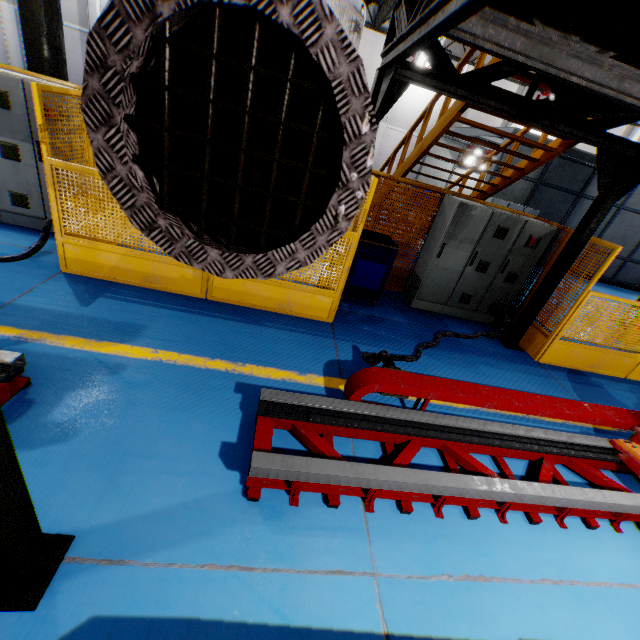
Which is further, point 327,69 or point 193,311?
point 193,311

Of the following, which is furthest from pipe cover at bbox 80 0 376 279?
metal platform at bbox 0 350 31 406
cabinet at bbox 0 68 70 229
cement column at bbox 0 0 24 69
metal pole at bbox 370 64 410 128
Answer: cement column at bbox 0 0 24 69

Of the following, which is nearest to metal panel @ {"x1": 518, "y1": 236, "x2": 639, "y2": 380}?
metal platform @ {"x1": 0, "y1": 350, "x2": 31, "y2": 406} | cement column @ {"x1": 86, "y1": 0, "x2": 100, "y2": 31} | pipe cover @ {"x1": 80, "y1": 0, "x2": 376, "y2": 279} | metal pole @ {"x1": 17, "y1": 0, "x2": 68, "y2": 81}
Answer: metal pole @ {"x1": 17, "y1": 0, "x2": 68, "y2": 81}

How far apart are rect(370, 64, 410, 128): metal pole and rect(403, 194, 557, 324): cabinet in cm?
201

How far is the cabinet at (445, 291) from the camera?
5.8m

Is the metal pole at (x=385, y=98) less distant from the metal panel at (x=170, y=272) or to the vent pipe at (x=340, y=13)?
the metal panel at (x=170, y=272)

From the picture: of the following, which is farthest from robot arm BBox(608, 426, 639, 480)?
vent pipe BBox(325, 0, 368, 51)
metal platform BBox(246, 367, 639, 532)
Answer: vent pipe BBox(325, 0, 368, 51)

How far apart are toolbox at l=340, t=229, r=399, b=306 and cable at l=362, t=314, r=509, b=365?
1.21m
